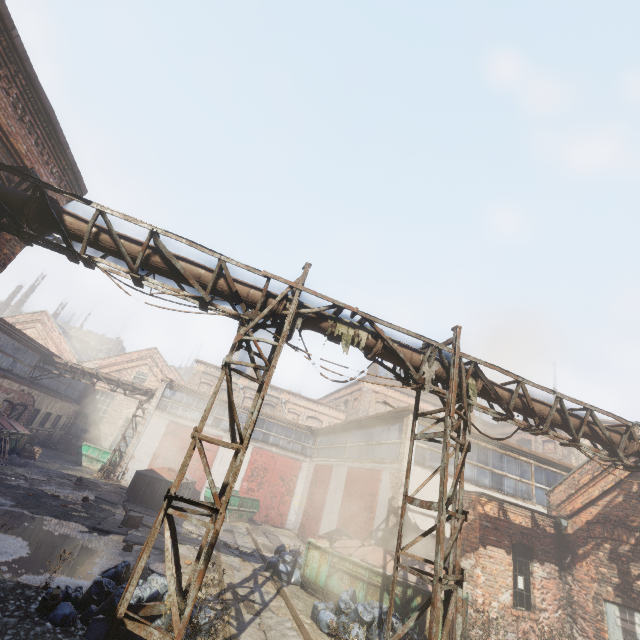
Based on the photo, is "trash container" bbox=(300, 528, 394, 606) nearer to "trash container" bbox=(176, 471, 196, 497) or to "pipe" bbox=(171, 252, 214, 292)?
"pipe" bbox=(171, 252, 214, 292)

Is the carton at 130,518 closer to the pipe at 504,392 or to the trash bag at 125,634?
the trash bag at 125,634

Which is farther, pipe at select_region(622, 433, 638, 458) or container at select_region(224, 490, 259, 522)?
container at select_region(224, 490, 259, 522)

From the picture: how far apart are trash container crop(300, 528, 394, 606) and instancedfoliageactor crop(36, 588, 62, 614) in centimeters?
690cm

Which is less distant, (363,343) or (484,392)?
(363,343)

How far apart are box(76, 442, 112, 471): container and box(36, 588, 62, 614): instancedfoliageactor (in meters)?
20.27

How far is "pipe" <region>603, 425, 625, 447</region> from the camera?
8.4m

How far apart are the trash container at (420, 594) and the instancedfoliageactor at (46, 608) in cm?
690
